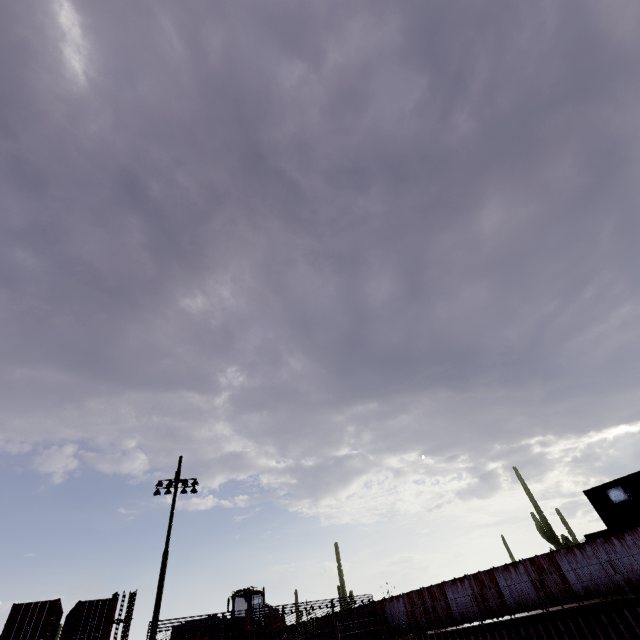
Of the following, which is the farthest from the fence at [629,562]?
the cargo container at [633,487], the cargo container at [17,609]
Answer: the cargo container at [17,609]

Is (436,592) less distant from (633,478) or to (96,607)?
(633,478)

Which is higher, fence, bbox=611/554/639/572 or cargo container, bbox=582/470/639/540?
cargo container, bbox=582/470/639/540

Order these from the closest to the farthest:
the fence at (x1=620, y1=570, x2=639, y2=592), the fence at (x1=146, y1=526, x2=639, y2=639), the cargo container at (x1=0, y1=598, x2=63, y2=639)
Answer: the fence at (x1=620, y1=570, x2=639, y2=592), the fence at (x1=146, y1=526, x2=639, y2=639), the cargo container at (x1=0, y1=598, x2=63, y2=639)

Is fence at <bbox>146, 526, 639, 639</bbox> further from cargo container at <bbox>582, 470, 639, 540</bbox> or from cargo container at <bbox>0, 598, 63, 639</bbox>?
cargo container at <bbox>0, 598, 63, 639</bbox>

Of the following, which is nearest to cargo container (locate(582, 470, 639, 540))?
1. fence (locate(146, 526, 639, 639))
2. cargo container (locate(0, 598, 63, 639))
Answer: fence (locate(146, 526, 639, 639))
